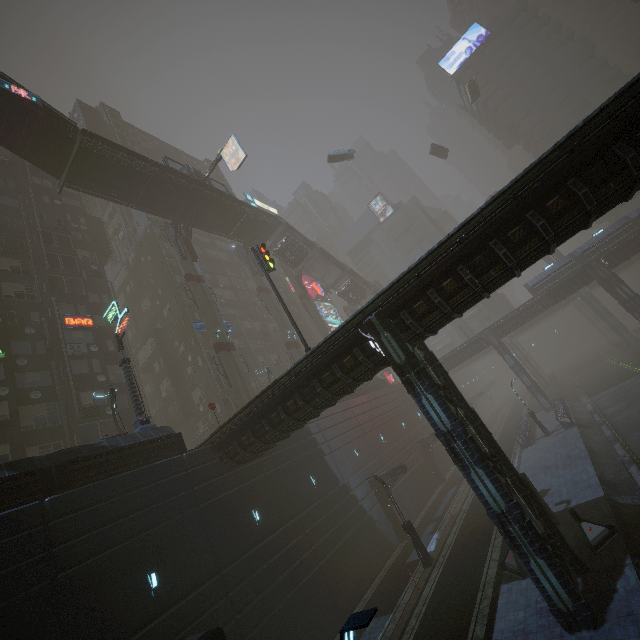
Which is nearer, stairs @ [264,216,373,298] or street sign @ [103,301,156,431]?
street sign @ [103,301,156,431]

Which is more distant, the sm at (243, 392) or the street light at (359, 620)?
the sm at (243, 392)

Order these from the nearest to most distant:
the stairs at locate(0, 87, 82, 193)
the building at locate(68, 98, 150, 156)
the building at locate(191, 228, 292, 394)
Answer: the stairs at locate(0, 87, 82, 193) → the building at locate(191, 228, 292, 394) → the building at locate(68, 98, 150, 156)

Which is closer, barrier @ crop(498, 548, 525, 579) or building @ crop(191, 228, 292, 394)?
barrier @ crop(498, 548, 525, 579)

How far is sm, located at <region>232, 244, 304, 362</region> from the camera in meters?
39.7 m

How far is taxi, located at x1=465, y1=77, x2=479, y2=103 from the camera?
50.01m

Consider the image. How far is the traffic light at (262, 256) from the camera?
19.97m

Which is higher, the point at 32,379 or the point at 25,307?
the point at 25,307
